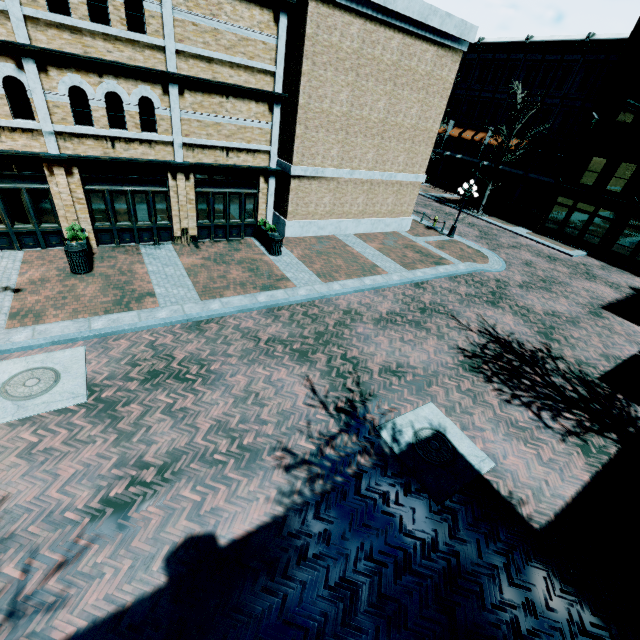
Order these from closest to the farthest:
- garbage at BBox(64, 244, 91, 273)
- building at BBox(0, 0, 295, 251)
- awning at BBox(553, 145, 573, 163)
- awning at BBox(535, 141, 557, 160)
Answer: building at BBox(0, 0, 295, 251), garbage at BBox(64, 244, 91, 273), awning at BBox(553, 145, 573, 163), awning at BBox(535, 141, 557, 160)

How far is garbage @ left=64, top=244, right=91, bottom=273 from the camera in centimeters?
1065cm

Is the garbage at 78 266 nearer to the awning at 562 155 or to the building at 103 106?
the building at 103 106

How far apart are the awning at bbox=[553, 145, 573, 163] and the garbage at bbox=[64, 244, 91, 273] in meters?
34.6 m

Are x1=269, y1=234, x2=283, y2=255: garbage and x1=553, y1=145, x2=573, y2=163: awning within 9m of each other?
no

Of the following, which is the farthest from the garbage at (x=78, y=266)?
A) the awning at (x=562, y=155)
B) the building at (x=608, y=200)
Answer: the awning at (x=562, y=155)

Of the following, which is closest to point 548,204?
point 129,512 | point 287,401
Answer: point 287,401

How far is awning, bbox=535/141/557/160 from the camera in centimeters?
2803cm
